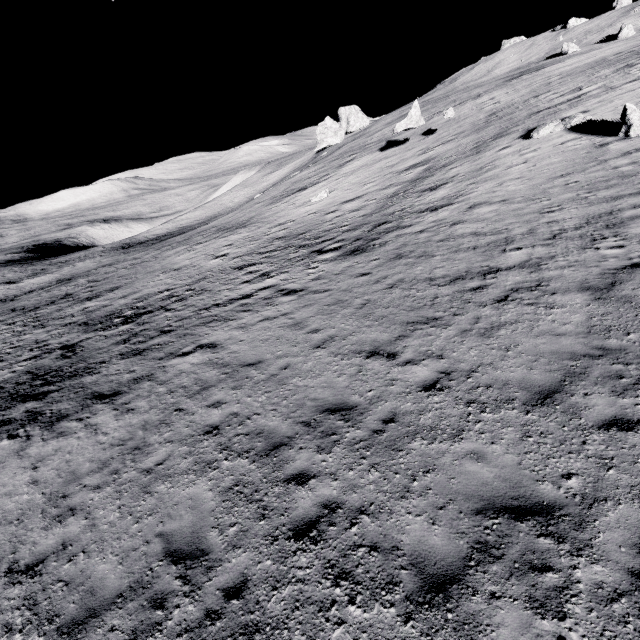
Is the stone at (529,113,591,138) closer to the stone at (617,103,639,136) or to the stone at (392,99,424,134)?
the stone at (617,103,639,136)

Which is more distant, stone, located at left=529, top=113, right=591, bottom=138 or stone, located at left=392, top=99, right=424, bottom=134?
stone, located at left=392, top=99, right=424, bottom=134

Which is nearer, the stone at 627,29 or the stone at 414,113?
the stone at 414,113

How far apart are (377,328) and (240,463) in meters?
5.7

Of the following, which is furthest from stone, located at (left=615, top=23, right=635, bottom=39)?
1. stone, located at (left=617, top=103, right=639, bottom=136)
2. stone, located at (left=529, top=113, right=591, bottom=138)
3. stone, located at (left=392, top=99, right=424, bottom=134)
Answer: stone, located at (left=617, top=103, right=639, bottom=136)

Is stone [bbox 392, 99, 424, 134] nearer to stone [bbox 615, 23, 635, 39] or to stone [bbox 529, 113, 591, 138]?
stone [bbox 529, 113, 591, 138]

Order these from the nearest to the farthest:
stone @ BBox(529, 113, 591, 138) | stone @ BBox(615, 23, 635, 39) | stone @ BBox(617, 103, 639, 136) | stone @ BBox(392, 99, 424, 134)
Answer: stone @ BBox(617, 103, 639, 136)
stone @ BBox(529, 113, 591, 138)
stone @ BBox(392, 99, 424, 134)
stone @ BBox(615, 23, 635, 39)

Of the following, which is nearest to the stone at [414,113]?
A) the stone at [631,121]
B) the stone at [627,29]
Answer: the stone at [631,121]
